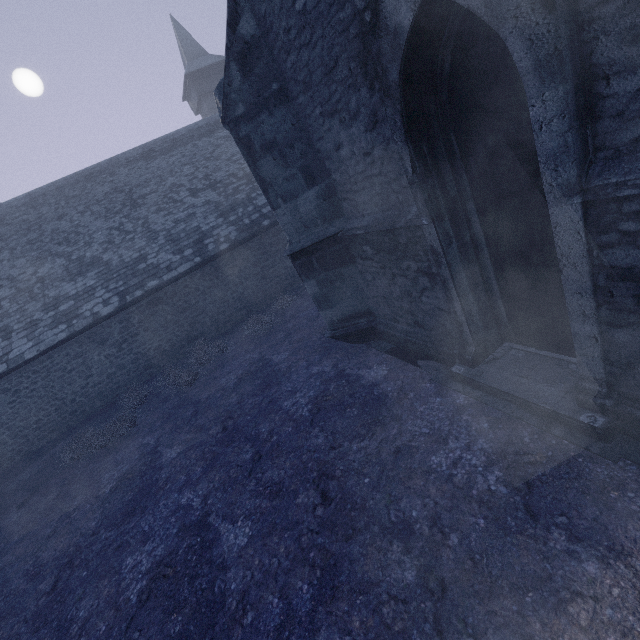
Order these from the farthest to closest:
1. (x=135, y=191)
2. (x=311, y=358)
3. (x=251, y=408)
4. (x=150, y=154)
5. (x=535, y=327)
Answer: (x=150, y=154)
(x=135, y=191)
(x=311, y=358)
(x=251, y=408)
(x=535, y=327)
